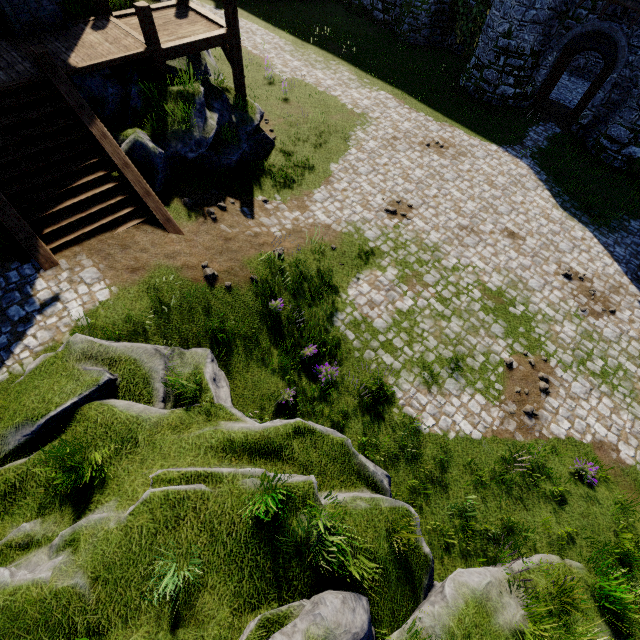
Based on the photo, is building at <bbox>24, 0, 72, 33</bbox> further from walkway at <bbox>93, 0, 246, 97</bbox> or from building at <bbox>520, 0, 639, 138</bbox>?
building at <bbox>520, 0, 639, 138</bbox>

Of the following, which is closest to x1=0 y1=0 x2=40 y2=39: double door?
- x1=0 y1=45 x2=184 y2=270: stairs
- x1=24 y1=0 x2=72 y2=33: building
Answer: x1=24 y1=0 x2=72 y2=33: building

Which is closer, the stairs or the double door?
the stairs

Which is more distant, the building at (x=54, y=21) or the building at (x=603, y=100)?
the building at (x=603, y=100)

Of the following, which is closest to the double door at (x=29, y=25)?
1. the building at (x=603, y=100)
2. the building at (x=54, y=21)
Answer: the building at (x=54, y=21)

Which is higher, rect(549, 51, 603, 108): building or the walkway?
the walkway

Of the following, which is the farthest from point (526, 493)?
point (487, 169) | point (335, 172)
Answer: point (487, 169)

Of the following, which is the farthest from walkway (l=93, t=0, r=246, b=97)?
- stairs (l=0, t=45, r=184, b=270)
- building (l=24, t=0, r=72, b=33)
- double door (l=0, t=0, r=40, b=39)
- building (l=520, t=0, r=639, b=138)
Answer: building (l=520, t=0, r=639, b=138)
